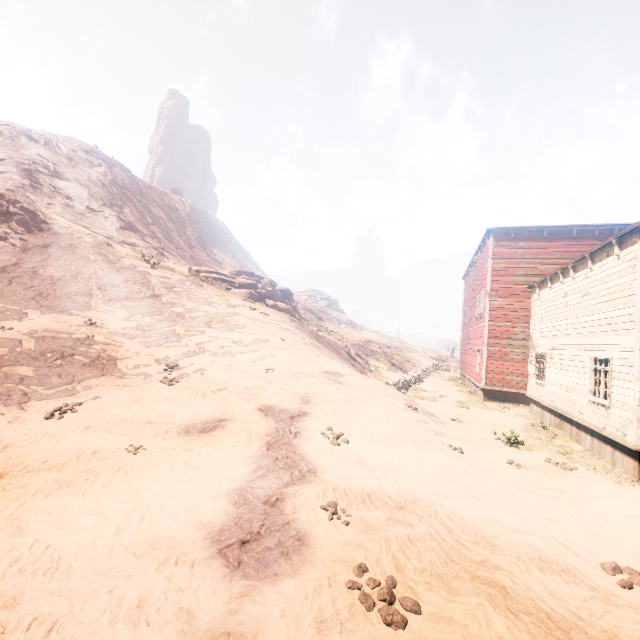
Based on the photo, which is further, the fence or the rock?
the rock

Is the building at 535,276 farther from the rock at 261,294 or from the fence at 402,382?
the rock at 261,294

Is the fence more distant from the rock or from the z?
the rock

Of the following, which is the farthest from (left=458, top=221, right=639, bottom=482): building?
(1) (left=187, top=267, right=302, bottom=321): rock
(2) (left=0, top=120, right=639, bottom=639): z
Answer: (1) (left=187, top=267, right=302, bottom=321): rock

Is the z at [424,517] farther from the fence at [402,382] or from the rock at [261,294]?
the rock at [261,294]

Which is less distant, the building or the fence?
the building

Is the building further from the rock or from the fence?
the rock

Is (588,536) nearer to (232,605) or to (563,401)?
(232,605)
